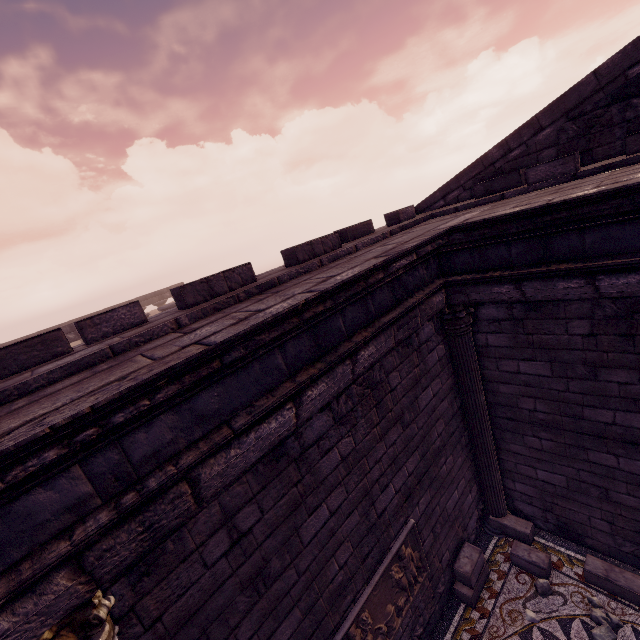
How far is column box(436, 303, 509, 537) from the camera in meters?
5.1 m

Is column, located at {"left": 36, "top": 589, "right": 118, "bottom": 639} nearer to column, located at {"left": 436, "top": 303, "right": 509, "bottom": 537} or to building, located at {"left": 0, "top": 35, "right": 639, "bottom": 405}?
building, located at {"left": 0, "top": 35, "right": 639, "bottom": 405}

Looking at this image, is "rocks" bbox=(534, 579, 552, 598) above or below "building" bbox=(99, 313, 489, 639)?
below

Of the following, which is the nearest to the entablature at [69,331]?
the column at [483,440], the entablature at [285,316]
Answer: the entablature at [285,316]

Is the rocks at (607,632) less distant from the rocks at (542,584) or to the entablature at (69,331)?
the rocks at (542,584)

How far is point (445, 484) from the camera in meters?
5.5 m

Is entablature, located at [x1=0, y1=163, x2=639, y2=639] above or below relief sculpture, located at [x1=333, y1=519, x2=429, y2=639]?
above

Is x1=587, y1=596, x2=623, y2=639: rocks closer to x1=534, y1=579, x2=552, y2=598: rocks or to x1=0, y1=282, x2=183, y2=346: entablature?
x1=534, y1=579, x2=552, y2=598: rocks
